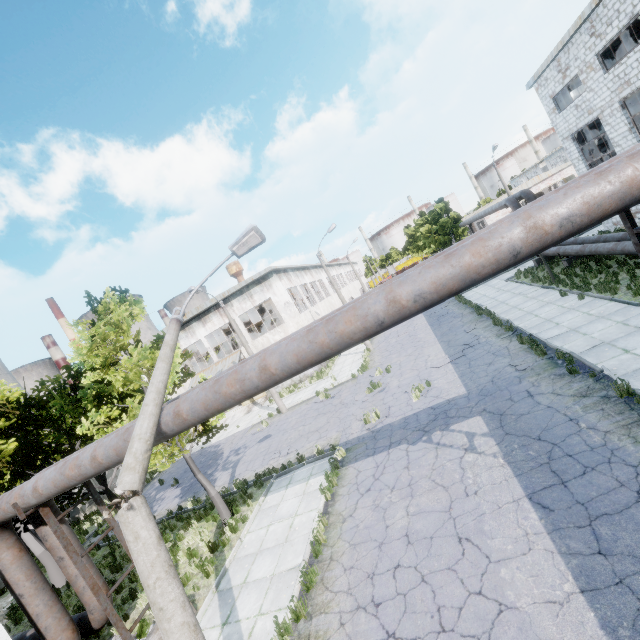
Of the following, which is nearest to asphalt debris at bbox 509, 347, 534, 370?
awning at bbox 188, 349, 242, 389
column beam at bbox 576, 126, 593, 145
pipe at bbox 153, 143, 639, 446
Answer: pipe at bbox 153, 143, 639, 446

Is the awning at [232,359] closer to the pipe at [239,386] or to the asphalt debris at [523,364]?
the pipe at [239,386]

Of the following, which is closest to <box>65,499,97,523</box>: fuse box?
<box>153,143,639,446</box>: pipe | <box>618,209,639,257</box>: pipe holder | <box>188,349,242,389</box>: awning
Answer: <box>188,349,242,389</box>: awning

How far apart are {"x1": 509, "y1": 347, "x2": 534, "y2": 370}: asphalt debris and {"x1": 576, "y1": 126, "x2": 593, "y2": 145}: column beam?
15.7m

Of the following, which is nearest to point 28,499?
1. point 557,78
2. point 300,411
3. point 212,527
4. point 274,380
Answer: point 274,380

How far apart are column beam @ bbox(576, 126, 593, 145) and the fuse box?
41.80m

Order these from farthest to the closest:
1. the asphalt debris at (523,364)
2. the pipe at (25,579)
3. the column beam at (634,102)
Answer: the column beam at (634,102) < the asphalt debris at (523,364) < the pipe at (25,579)

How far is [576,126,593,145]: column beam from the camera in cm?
2038
